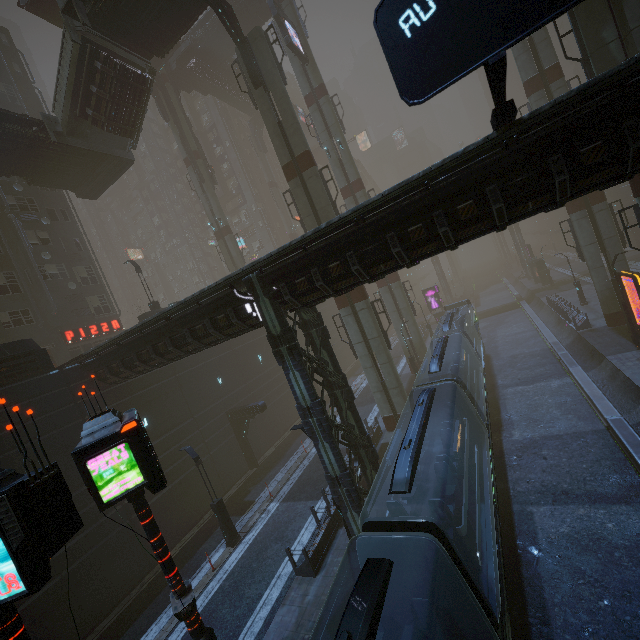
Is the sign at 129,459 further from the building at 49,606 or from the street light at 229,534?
the street light at 229,534

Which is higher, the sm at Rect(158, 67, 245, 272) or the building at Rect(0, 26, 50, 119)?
the building at Rect(0, 26, 50, 119)

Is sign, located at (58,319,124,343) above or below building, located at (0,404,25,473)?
above

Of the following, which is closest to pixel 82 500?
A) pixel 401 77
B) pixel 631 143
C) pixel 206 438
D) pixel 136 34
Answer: pixel 206 438

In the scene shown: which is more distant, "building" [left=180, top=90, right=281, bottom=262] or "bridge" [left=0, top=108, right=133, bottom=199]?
"building" [left=180, top=90, right=281, bottom=262]

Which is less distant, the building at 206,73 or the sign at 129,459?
the sign at 129,459

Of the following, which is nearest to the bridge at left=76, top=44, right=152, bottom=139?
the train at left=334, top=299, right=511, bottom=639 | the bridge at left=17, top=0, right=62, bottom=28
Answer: the bridge at left=17, top=0, right=62, bottom=28

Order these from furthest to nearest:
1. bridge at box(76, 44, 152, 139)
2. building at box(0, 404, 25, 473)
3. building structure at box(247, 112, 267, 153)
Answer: building structure at box(247, 112, 267, 153)
bridge at box(76, 44, 152, 139)
building at box(0, 404, 25, 473)
